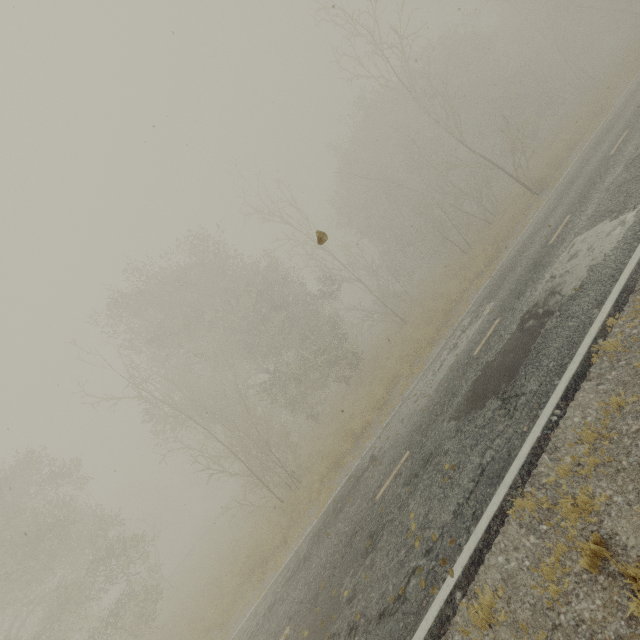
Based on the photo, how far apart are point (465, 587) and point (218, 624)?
12.23m

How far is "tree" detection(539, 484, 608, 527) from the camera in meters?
4.0 m

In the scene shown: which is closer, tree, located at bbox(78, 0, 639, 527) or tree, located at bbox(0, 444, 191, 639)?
tree, located at bbox(0, 444, 191, 639)

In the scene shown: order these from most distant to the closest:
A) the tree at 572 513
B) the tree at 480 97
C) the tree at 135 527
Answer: the tree at 480 97, the tree at 135 527, the tree at 572 513

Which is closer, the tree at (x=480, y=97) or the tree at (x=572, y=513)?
the tree at (x=572, y=513)

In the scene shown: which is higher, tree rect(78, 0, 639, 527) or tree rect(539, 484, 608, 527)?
tree rect(78, 0, 639, 527)

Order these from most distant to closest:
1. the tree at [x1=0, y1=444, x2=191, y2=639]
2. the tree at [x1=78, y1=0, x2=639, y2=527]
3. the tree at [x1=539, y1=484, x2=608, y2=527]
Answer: the tree at [x1=78, y1=0, x2=639, y2=527], the tree at [x1=0, y1=444, x2=191, y2=639], the tree at [x1=539, y1=484, x2=608, y2=527]

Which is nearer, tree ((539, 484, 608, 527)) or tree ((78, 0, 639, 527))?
tree ((539, 484, 608, 527))
